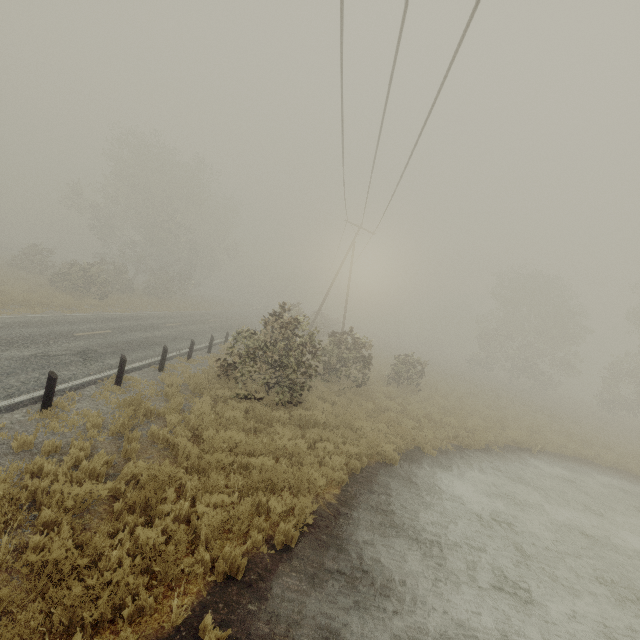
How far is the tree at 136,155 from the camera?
29.4 meters

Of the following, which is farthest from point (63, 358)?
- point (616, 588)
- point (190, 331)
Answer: point (616, 588)

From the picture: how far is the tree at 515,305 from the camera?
28.12m

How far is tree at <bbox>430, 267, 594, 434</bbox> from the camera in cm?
2812

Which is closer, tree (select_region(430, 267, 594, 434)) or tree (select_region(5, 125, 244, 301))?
tree (select_region(430, 267, 594, 434))

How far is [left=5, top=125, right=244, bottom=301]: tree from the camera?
29.4 meters
